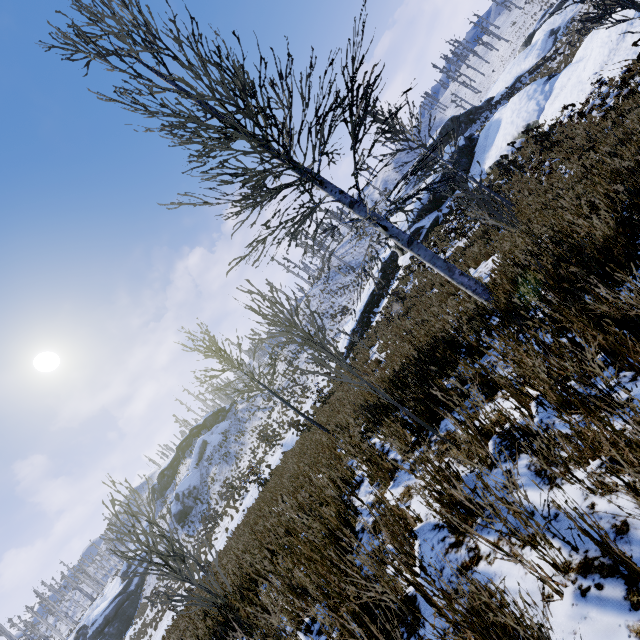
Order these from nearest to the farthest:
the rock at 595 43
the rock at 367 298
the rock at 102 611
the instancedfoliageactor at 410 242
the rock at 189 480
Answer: the instancedfoliageactor at 410 242, the rock at 595 43, the rock at 367 298, the rock at 102 611, the rock at 189 480

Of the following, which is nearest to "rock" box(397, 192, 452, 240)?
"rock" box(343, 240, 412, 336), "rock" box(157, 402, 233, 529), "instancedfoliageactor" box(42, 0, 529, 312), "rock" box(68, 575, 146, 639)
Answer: "rock" box(343, 240, 412, 336)

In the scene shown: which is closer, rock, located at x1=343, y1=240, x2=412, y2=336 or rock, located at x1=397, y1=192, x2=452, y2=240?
rock, located at x1=397, y1=192, x2=452, y2=240

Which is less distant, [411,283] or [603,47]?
[603,47]

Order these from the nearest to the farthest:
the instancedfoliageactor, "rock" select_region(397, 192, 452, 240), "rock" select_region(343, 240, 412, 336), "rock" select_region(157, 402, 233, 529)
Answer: the instancedfoliageactor
"rock" select_region(397, 192, 452, 240)
"rock" select_region(343, 240, 412, 336)
"rock" select_region(157, 402, 233, 529)

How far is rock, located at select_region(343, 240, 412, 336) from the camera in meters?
24.6 m

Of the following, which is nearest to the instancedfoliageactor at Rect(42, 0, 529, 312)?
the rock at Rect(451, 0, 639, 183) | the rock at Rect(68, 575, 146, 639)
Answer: the rock at Rect(451, 0, 639, 183)

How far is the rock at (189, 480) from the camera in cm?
4297
